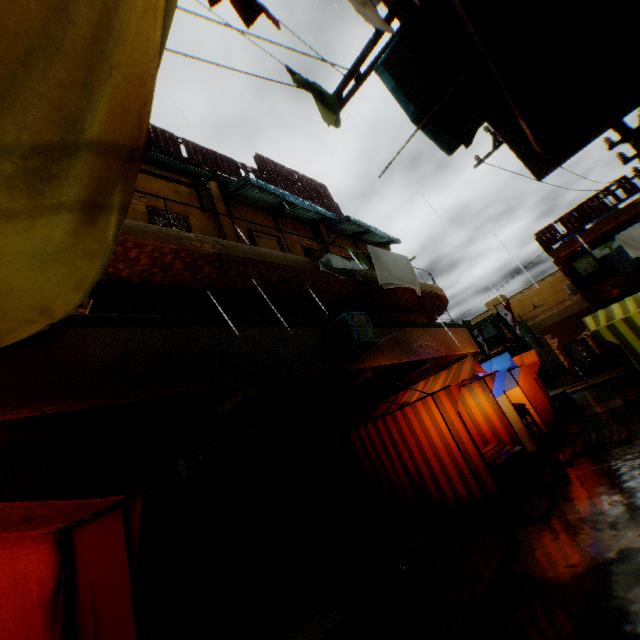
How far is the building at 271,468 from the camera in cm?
612

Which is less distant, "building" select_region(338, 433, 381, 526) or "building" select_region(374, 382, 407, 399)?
"building" select_region(338, 433, 381, 526)

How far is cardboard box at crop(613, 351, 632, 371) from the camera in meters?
17.3 m

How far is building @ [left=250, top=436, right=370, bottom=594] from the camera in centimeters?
612cm

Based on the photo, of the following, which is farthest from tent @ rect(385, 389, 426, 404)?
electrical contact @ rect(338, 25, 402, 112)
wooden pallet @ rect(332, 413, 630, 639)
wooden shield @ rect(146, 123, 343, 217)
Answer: electrical contact @ rect(338, 25, 402, 112)

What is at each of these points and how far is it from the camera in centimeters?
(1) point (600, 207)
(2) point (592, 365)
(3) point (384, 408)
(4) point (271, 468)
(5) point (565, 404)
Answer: (1) wooden shield, 1683cm
(2) door, 2139cm
(3) tent, 804cm
(4) building, 677cm
(5) cardboard box, 1162cm

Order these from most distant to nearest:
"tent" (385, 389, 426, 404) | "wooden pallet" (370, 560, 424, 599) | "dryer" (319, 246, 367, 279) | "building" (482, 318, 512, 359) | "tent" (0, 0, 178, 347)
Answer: "building" (482, 318, 512, 359), "dryer" (319, 246, 367, 279), "tent" (385, 389, 426, 404), "wooden pallet" (370, 560, 424, 599), "tent" (0, 0, 178, 347)

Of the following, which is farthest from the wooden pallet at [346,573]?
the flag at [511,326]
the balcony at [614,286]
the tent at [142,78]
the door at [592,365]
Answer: the door at [592,365]
